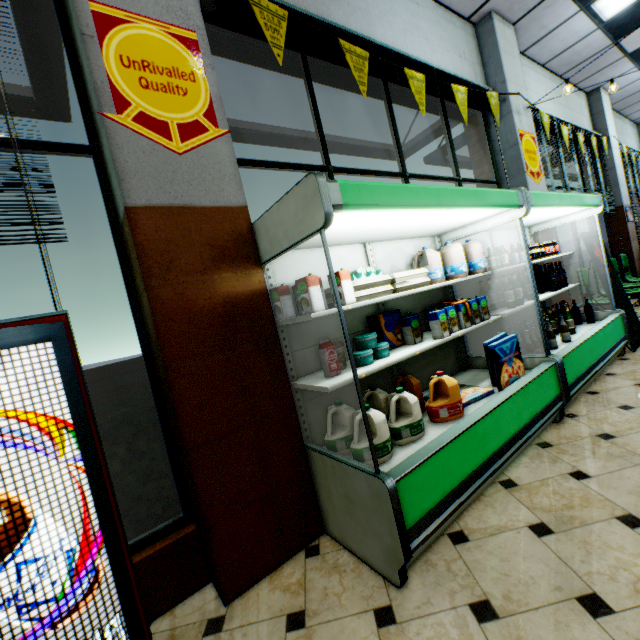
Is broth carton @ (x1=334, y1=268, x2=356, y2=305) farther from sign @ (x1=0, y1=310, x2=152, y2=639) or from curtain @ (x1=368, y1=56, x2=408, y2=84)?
curtain @ (x1=368, y1=56, x2=408, y2=84)

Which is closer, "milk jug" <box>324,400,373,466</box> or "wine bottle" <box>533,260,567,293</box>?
"milk jug" <box>324,400,373,466</box>

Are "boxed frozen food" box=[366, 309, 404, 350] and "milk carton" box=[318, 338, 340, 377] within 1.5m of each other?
yes

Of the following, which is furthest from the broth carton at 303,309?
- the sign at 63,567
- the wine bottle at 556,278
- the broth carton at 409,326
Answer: the wine bottle at 556,278

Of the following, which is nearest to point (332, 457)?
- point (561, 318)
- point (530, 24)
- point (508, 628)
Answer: point (508, 628)

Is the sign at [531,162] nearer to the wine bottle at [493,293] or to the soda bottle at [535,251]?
the soda bottle at [535,251]

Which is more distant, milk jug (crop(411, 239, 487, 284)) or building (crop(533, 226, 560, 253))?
building (crop(533, 226, 560, 253))

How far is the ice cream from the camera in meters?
2.2 m
